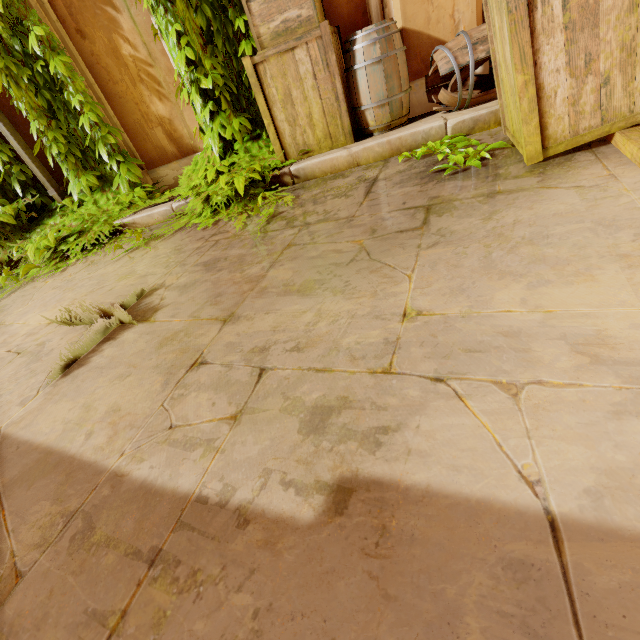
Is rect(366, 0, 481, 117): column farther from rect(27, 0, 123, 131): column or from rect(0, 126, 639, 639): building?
rect(27, 0, 123, 131): column

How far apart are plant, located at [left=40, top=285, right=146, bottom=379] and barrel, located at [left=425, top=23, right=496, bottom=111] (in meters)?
3.04

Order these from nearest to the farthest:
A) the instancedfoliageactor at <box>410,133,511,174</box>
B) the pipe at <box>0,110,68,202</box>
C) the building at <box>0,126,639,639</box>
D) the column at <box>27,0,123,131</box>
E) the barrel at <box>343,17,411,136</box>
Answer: the building at <box>0,126,639,639</box>
the instancedfoliageactor at <box>410,133,511,174</box>
the barrel at <box>343,17,411,136</box>
the column at <box>27,0,123,131</box>
the pipe at <box>0,110,68,202</box>

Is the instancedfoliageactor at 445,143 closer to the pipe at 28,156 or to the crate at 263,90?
the crate at 263,90

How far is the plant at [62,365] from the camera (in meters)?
1.69

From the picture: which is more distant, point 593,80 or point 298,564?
point 593,80

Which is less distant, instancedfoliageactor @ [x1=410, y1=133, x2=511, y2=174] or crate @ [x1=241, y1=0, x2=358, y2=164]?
instancedfoliageactor @ [x1=410, y1=133, x2=511, y2=174]

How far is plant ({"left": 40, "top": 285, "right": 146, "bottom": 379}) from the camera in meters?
1.7 m
